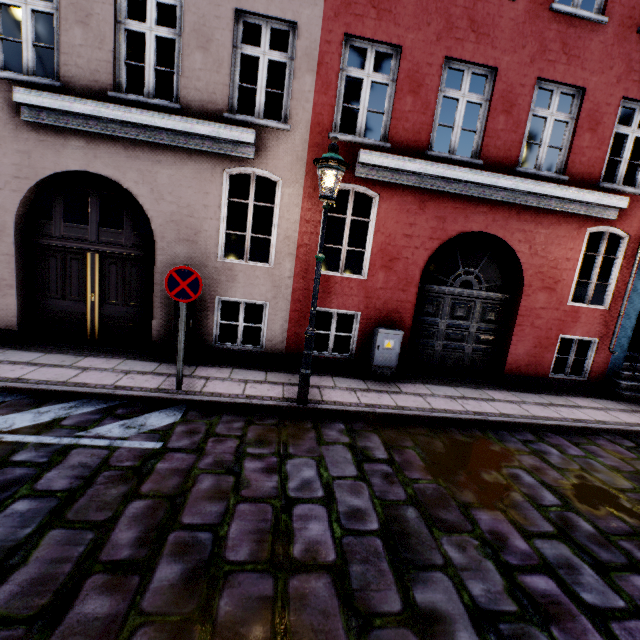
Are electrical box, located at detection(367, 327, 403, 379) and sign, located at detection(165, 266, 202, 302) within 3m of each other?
no

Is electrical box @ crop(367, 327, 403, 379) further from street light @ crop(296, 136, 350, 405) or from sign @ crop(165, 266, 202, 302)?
sign @ crop(165, 266, 202, 302)

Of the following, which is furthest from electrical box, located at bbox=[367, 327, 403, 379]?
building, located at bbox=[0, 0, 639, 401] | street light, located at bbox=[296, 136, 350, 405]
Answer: street light, located at bbox=[296, 136, 350, 405]

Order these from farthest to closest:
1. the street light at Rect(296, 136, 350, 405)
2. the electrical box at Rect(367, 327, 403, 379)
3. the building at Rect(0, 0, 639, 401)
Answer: the electrical box at Rect(367, 327, 403, 379), the building at Rect(0, 0, 639, 401), the street light at Rect(296, 136, 350, 405)

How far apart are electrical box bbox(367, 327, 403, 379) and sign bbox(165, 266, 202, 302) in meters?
3.6

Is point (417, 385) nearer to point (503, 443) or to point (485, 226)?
point (503, 443)

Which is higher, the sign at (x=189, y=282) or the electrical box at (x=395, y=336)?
the sign at (x=189, y=282)

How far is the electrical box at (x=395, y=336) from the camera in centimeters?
671cm
